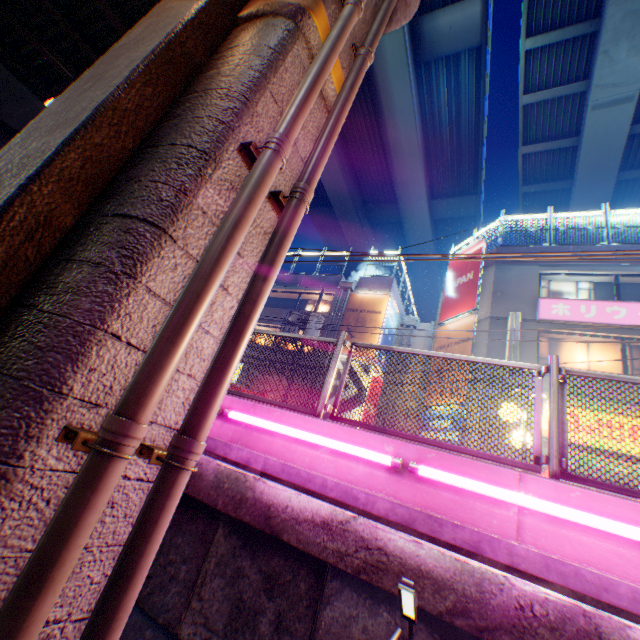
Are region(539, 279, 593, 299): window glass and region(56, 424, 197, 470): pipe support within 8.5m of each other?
no

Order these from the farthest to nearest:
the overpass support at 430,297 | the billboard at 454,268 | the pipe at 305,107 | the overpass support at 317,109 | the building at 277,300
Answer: the overpass support at 430,297 → the building at 277,300 → the billboard at 454,268 → the overpass support at 317,109 → the pipe at 305,107

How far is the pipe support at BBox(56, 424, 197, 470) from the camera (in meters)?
1.75

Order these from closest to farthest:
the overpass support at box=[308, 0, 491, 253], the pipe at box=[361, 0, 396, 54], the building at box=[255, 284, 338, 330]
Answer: the pipe at box=[361, 0, 396, 54] → the overpass support at box=[308, 0, 491, 253] → the building at box=[255, 284, 338, 330]

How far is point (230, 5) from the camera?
3.6 meters

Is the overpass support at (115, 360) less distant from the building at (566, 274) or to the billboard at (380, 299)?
the building at (566, 274)

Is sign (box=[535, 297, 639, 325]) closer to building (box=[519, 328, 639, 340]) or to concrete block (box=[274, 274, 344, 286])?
building (box=[519, 328, 639, 340])

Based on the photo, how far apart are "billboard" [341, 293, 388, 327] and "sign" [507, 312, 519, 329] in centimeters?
673cm
